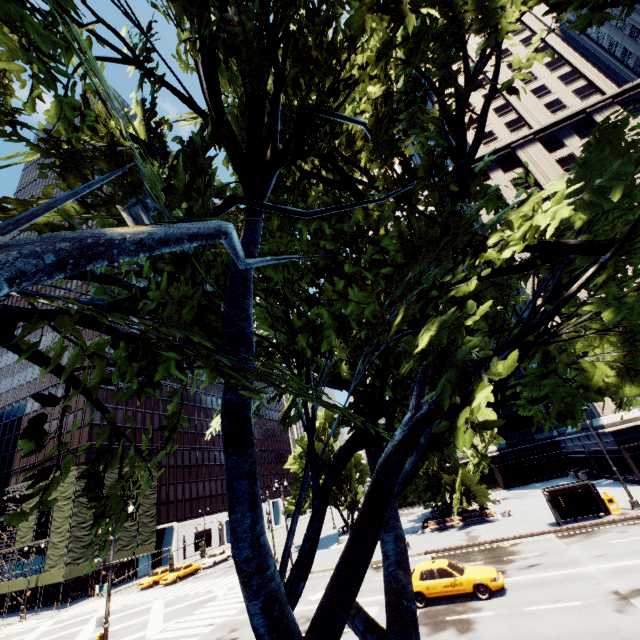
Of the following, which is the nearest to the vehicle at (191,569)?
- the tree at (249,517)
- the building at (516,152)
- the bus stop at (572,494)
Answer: the tree at (249,517)

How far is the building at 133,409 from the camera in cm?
5531

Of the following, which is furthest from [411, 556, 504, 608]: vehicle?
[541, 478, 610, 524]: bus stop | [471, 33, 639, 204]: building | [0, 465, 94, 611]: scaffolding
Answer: [0, 465, 94, 611]: scaffolding

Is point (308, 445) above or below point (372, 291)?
below

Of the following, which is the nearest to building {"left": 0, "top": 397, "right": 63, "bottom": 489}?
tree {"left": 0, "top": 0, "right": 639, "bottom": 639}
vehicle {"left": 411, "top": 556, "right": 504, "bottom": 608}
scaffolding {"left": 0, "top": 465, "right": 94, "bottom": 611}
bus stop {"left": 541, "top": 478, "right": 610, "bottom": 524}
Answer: scaffolding {"left": 0, "top": 465, "right": 94, "bottom": 611}

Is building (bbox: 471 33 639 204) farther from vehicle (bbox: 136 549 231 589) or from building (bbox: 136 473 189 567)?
building (bbox: 136 473 189 567)

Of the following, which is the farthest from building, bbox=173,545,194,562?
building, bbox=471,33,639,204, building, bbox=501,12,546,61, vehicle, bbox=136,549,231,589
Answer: building, bbox=501,12,546,61
